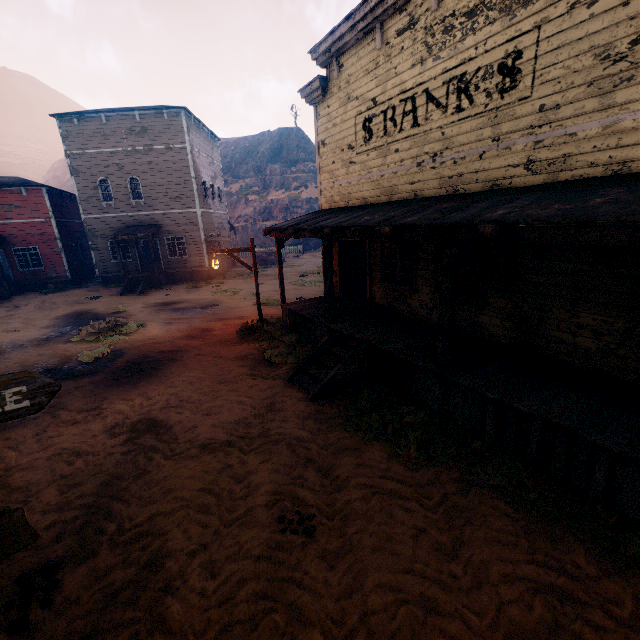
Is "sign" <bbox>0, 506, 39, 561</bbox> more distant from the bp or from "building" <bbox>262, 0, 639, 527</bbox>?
the bp

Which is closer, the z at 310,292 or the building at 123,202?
the z at 310,292

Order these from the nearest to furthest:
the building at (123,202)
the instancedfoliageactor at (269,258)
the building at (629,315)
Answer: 1. the building at (629,315)
2. the building at (123,202)
3. the instancedfoliageactor at (269,258)

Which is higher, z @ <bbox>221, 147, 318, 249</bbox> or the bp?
z @ <bbox>221, 147, 318, 249</bbox>

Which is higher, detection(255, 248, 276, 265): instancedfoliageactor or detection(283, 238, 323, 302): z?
detection(255, 248, 276, 265): instancedfoliageactor

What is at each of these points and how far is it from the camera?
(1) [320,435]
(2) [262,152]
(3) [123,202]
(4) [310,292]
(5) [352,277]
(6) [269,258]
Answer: (1) z, 6.0 meters
(2) z, 59.6 meters
(3) building, 21.9 meters
(4) z, 18.2 meters
(5) bp, 11.8 meters
(6) instancedfoliageactor, 30.6 meters

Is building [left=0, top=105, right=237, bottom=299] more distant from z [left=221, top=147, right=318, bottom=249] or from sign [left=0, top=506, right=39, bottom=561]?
sign [left=0, top=506, right=39, bottom=561]

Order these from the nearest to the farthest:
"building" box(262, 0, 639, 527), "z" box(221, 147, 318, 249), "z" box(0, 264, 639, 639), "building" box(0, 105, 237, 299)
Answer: "z" box(0, 264, 639, 639)
"building" box(262, 0, 639, 527)
"building" box(0, 105, 237, 299)
"z" box(221, 147, 318, 249)
